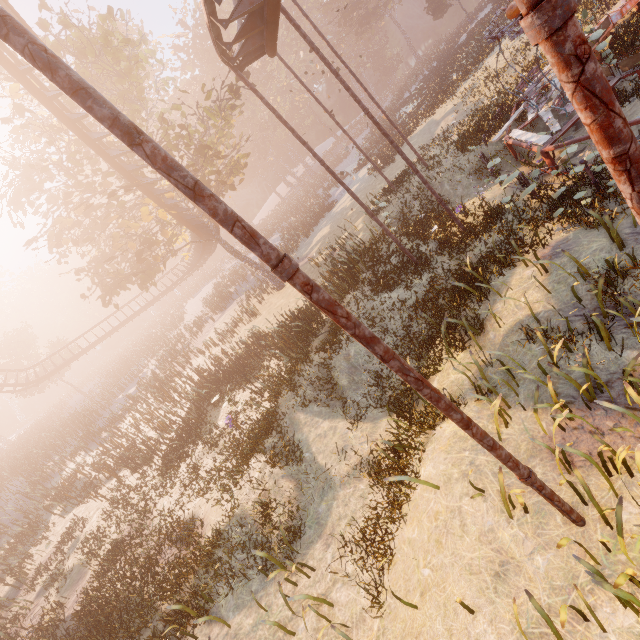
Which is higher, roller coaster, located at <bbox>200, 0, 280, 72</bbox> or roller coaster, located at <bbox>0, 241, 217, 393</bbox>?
roller coaster, located at <bbox>200, 0, 280, 72</bbox>

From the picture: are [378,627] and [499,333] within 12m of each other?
yes

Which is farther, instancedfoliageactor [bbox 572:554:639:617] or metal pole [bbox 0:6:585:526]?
instancedfoliageactor [bbox 572:554:639:617]

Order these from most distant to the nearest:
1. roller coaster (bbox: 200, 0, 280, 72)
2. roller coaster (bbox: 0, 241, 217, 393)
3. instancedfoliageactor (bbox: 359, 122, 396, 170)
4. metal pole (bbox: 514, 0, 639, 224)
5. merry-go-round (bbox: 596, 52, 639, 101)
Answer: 1. roller coaster (bbox: 0, 241, 217, 393)
2. instancedfoliageactor (bbox: 359, 122, 396, 170)
3. merry-go-round (bbox: 596, 52, 639, 101)
4. roller coaster (bbox: 200, 0, 280, 72)
5. metal pole (bbox: 514, 0, 639, 224)

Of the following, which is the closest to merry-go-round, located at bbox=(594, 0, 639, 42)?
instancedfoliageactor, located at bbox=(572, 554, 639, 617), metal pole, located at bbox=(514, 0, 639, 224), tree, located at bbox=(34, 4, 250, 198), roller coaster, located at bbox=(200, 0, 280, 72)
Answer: roller coaster, located at bbox=(200, 0, 280, 72)

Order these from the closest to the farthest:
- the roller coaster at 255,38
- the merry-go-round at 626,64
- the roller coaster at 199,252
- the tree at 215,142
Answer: the roller coaster at 255,38
the merry-go-round at 626,64
the tree at 215,142
the roller coaster at 199,252

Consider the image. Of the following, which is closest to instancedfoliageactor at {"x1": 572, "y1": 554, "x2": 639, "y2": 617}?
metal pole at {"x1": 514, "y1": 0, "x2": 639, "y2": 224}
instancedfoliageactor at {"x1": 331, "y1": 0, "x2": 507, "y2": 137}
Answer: metal pole at {"x1": 514, "y1": 0, "x2": 639, "y2": 224}

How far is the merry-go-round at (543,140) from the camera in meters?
9.9 m
